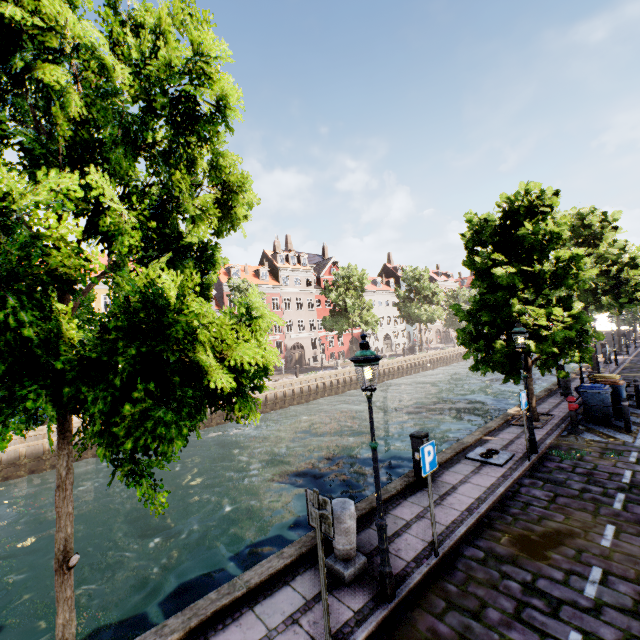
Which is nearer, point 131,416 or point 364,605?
point 131,416

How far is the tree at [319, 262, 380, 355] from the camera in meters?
35.4 m

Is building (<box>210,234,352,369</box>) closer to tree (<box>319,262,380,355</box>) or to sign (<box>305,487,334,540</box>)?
tree (<box>319,262,380,355</box>)

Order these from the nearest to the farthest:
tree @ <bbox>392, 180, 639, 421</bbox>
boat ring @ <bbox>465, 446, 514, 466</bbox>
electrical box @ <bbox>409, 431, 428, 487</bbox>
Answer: electrical box @ <bbox>409, 431, 428, 487</bbox> → boat ring @ <bbox>465, 446, 514, 466</bbox> → tree @ <bbox>392, 180, 639, 421</bbox>

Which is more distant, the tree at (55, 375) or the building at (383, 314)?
the building at (383, 314)

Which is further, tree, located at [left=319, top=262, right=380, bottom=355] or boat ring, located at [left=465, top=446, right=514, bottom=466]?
tree, located at [left=319, top=262, right=380, bottom=355]

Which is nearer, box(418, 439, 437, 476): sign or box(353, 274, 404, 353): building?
box(418, 439, 437, 476): sign

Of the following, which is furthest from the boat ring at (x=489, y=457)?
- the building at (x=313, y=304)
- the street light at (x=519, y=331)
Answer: the building at (x=313, y=304)
